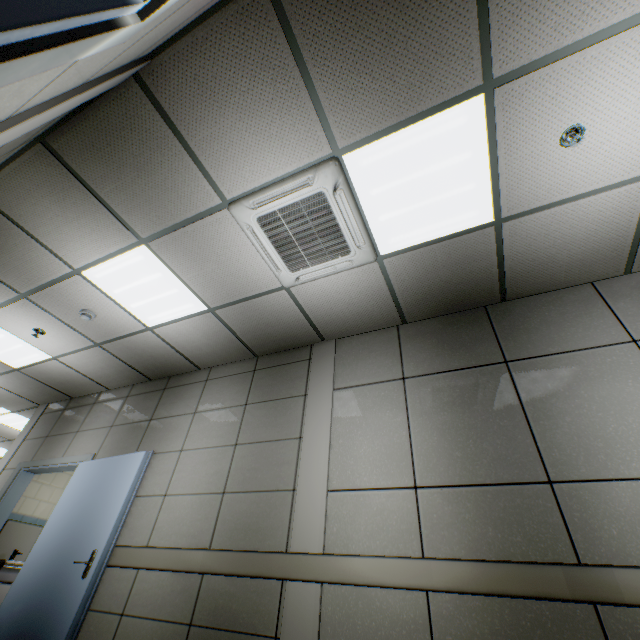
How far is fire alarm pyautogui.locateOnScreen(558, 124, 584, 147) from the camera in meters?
2.1

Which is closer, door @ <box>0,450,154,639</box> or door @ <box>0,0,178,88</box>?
door @ <box>0,0,178,88</box>

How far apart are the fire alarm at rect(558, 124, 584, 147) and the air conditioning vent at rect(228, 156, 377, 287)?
1.4m

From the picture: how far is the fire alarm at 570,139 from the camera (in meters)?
2.06

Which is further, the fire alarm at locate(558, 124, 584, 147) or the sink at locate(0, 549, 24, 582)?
the sink at locate(0, 549, 24, 582)

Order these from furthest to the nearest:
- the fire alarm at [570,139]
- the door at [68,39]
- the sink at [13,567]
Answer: the sink at [13,567] < the fire alarm at [570,139] < the door at [68,39]

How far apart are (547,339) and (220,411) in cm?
360

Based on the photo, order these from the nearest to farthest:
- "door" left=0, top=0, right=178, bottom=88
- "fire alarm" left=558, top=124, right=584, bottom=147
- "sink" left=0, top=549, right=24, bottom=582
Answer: "door" left=0, top=0, right=178, bottom=88, "fire alarm" left=558, top=124, right=584, bottom=147, "sink" left=0, top=549, right=24, bottom=582
